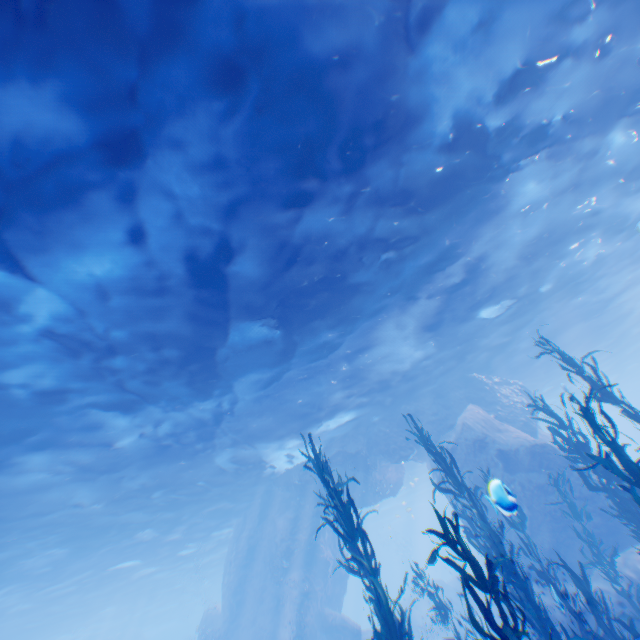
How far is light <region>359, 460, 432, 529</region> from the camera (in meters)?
35.06

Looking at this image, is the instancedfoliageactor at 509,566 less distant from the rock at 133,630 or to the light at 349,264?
the rock at 133,630

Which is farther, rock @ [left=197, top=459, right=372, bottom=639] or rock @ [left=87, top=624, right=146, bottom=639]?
rock @ [left=87, top=624, right=146, bottom=639]

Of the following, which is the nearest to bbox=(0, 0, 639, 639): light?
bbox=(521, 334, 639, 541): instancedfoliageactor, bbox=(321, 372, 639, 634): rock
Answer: bbox=(321, 372, 639, 634): rock

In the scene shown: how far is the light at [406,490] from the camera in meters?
35.1

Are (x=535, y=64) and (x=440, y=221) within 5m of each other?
yes

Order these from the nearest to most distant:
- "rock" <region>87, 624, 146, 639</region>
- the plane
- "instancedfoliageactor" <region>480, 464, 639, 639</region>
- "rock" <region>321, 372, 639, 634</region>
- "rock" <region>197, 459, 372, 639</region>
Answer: "instancedfoliageactor" <region>480, 464, 639, 639</region>
"rock" <region>321, 372, 639, 634</region>
"rock" <region>197, 459, 372, 639</region>
the plane
"rock" <region>87, 624, 146, 639</region>
